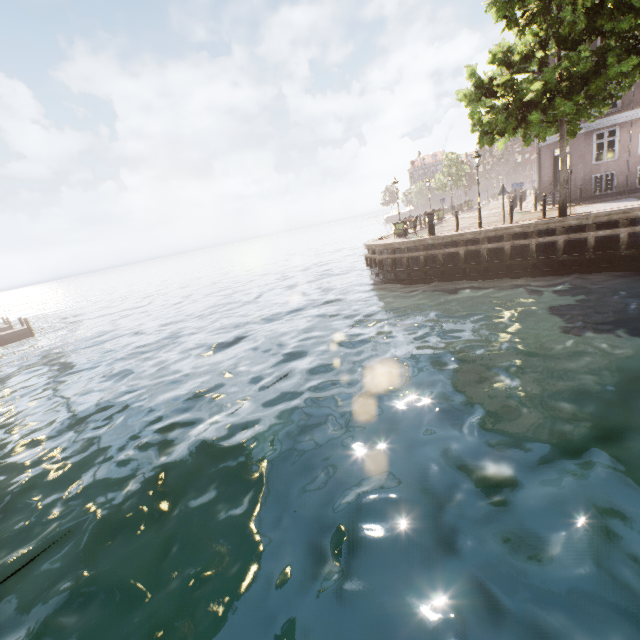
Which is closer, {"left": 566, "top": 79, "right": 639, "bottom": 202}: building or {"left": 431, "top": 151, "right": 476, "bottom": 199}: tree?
{"left": 566, "top": 79, "right": 639, "bottom": 202}: building

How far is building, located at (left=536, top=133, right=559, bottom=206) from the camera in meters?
21.5

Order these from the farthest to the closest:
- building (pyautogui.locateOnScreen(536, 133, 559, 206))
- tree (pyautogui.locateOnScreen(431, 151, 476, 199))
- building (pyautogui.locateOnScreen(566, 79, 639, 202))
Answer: tree (pyautogui.locateOnScreen(431, 151, 476, 199)) < building (pyautogui.locateOnScreen(536, 133, 559, 206)) < building (pyautogui.locateOnScreen(566, 79, 639, 202))

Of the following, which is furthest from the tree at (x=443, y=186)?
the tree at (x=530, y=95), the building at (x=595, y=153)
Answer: the tree at (x=530, y=95)

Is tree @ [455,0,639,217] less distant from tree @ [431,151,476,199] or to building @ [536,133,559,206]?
building @ [536,133,559,206]

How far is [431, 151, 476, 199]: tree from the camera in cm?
4278

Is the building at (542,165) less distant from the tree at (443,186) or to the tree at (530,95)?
the tree at (530,95)

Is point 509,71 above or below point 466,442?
above
